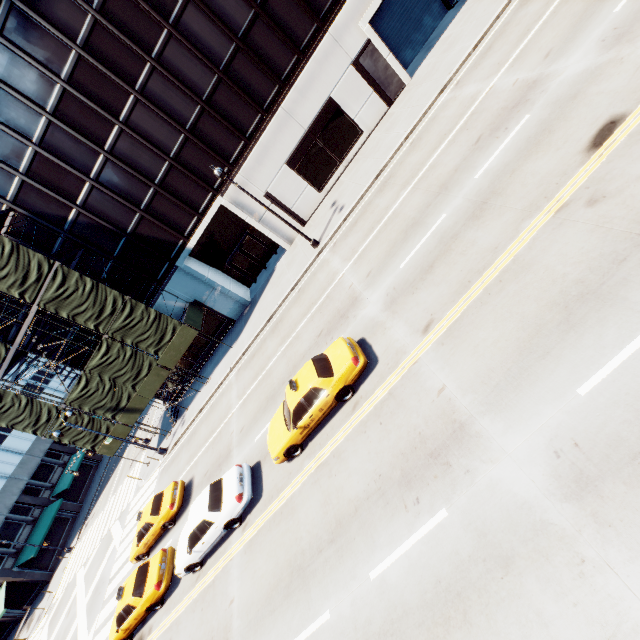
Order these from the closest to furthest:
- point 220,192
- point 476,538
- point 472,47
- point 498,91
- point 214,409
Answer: point 476,538
point 498,91
point 472,47
point 214,409
point 220,192

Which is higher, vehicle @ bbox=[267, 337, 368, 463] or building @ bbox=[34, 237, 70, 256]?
building @ bbox=[34, 237, 70, 256]

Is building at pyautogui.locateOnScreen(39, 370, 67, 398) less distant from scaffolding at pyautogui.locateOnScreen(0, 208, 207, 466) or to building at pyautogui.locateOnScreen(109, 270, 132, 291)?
scaffolding at pyautogui.locateOnScreen(0, 208, 207, 466)

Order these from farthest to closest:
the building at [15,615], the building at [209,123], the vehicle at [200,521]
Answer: the building at [15,615] < the building at [209,123] < the vehicle at [200,521]

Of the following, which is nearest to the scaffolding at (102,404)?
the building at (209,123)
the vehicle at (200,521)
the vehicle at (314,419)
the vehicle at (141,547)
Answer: the building at (209,123)

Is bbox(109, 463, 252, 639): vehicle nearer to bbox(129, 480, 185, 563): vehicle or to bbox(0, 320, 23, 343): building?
bbox(129, 480, 185, 563): vehicle

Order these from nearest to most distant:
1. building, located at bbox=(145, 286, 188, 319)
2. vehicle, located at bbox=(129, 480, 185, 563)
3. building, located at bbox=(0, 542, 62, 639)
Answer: vehicle, located at bbox=(129, 480, 185, 563)
building, located at bbox=(145, 286, 188, 319)
building, located at bbox=(0, 542, 62, 639)

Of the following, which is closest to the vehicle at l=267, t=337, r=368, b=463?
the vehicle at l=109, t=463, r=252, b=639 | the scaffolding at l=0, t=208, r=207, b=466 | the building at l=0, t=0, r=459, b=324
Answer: the vehicle at l=109, t=463, r=252, b=639
